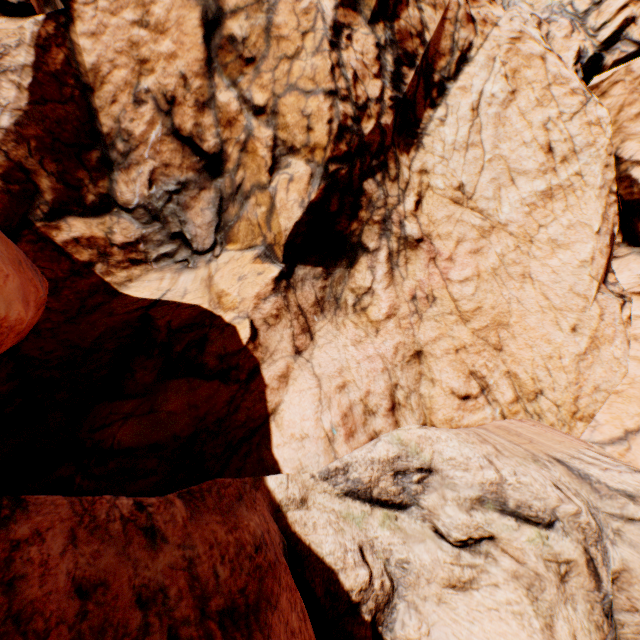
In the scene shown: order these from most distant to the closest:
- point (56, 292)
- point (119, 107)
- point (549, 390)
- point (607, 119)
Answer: point (607, 119)
point (119, 107)
point (549, 390)
point (56, 292)
